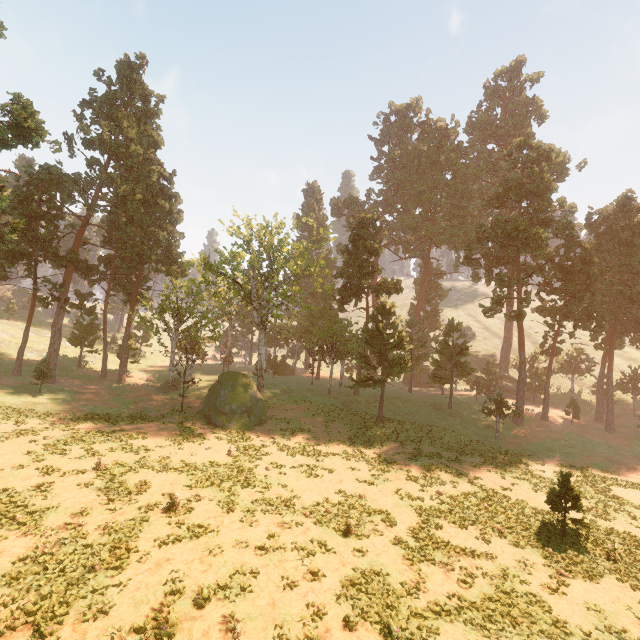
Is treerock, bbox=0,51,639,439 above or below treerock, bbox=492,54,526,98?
below

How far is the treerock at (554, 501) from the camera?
17.33m

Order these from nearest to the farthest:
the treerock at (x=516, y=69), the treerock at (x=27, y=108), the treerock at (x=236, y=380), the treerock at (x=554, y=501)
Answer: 1. the treerock at (x=554, y=501)
2. the treerock at (x=27, y=108)
3. the treerock at (x=236, y=380)
4. the treerock at (x=516, y=69)

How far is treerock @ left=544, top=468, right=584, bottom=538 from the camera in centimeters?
1733cm

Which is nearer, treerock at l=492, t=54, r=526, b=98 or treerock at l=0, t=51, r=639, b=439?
treerock at l=0, t=51, r=639, b=439

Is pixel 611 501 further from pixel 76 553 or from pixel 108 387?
pixel 108 387
